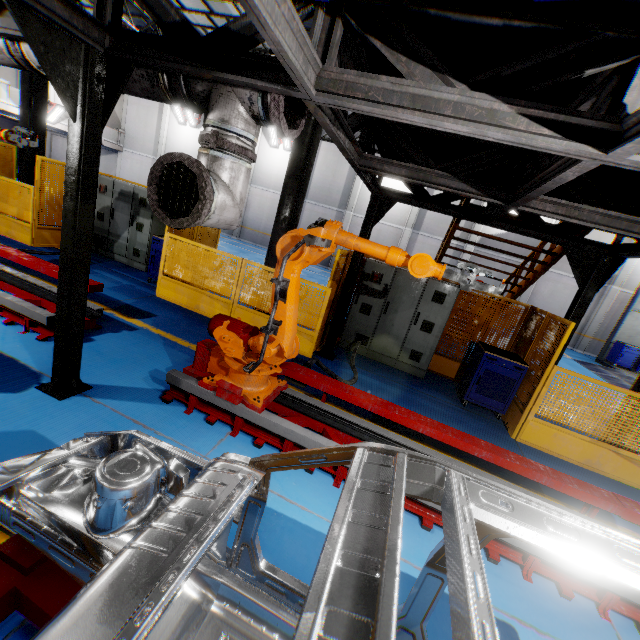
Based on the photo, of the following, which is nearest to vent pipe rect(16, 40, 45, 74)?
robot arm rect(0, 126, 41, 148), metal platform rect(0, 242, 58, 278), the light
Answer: robot arm rect(0, 126, 41, 148)

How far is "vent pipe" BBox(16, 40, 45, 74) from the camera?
3.2m

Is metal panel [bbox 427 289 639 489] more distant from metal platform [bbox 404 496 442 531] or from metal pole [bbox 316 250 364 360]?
metal platform [bbox 404 496 442 531]

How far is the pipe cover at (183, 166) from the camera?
2.5m

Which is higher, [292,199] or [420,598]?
[292,199]

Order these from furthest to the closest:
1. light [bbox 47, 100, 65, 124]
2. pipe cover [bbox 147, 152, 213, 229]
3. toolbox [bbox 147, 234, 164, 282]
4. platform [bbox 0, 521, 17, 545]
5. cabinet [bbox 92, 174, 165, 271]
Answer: light [bbox 47, 100, 65, 124], cabinet [bbox 92, 174, 165, 271], toolbox [bbox 147, 234, 164, 282], pipe cover [bbox 147, 152, 213, 229], platform [bbox 0, 521, 17, 545]

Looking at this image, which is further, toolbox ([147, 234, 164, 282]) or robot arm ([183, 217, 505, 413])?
toolbox ([147, 234, 164, 282])

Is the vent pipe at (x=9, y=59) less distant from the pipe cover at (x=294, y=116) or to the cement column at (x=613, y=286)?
the pipe cover at (x=294, y=116)
